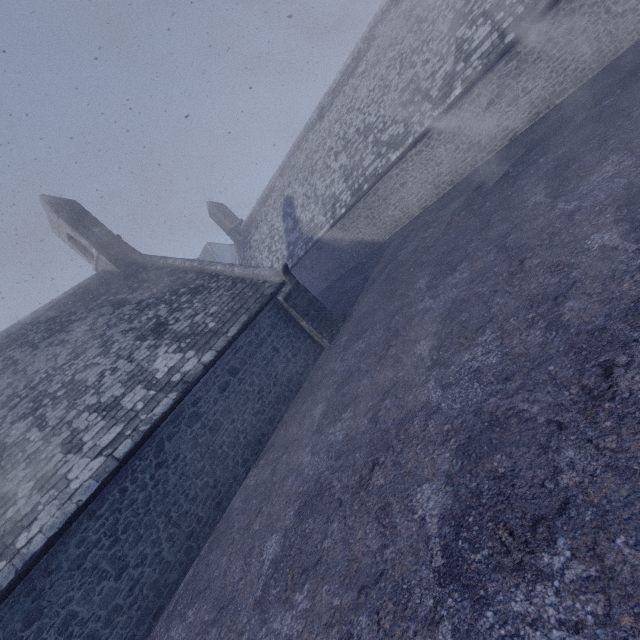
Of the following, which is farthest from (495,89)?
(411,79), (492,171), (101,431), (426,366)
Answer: (101,431)
